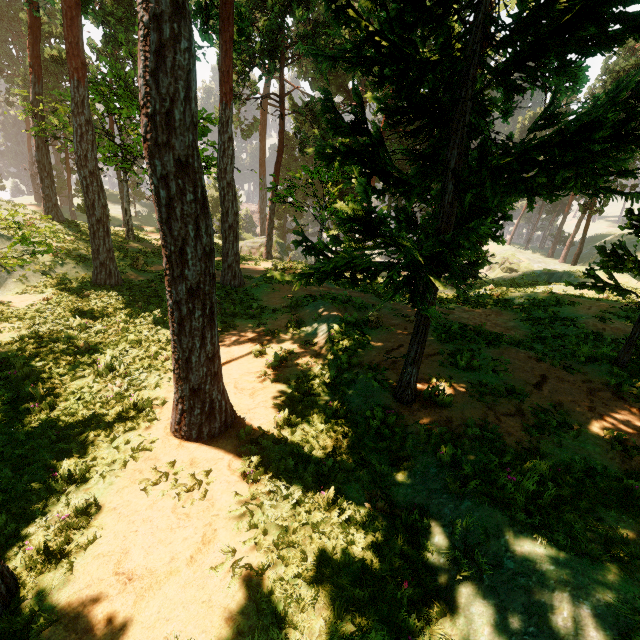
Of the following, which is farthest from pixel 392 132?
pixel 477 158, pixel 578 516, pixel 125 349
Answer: pixel 578 516

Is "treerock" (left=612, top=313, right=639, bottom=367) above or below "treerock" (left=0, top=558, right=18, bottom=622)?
above

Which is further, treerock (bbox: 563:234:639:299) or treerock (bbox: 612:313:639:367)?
treerock (bbox: 612:313:639:367)

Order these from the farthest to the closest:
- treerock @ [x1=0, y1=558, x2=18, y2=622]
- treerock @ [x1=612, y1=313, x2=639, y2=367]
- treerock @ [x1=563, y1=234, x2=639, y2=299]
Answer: treerock @ [x1=612, y1=313, x2=639, y2=367] → treerock @ [x1=563, y1=234, x2=639, y2=299] → treerock @ [x1=0, y1=558, x2=18, y2=622]

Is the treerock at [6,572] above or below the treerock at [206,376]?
below

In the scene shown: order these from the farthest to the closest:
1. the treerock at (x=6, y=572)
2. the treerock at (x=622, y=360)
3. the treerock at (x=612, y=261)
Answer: the treerock at (x=622, y=360) < the treerock at (x=612, y=261) < the treerock at (x=6, y=572)
